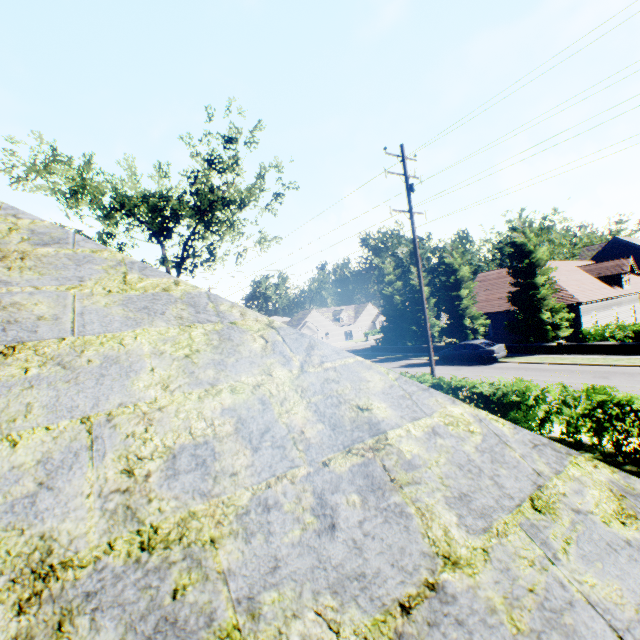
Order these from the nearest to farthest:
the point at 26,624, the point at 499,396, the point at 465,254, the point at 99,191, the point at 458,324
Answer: the point at 26,624 < the point at 499,396 < the point at 99,191 < the point at 465,254 < the point at 458,324

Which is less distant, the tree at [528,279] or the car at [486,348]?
the car at [486,348]

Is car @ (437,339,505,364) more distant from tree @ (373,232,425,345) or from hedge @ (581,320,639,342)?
hedge @ (581,320,639,342)

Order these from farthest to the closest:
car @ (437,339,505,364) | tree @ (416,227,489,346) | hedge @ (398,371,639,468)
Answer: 1. tree @ (416,227,489,346)
2. car @ (437,339,505,364)
3. hedge @ (398,371,639,468)

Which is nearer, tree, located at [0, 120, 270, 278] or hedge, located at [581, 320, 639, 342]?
hedge, located at [581, 320, 639, 342]

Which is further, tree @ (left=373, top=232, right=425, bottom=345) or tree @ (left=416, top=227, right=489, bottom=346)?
tree @ (left=373, top=232, right=425, bottom=345)

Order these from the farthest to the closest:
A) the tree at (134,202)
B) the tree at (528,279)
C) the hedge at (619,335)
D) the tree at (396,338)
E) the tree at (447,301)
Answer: the tree at (396,338) → the tree at (447,301) → the tree at (528,279) → the tree at (134,202) → the hedge at (619,335)
